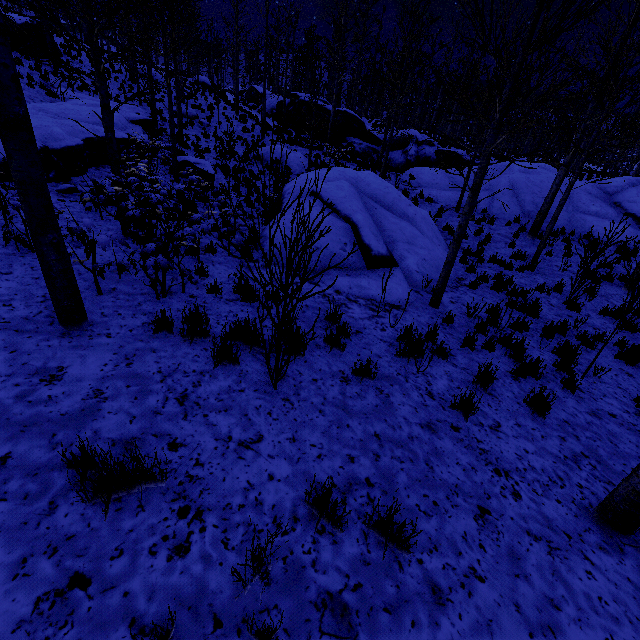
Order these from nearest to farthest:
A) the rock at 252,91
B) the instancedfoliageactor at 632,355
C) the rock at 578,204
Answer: the instancedfoliageactor at 632,355
the rock at 578,204
the rock at 252,91

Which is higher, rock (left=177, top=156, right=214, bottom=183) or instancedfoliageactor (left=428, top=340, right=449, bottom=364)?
rock (left=177, top=156, right=214, bottom=183)

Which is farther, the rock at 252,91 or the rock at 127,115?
the rock at 252,91

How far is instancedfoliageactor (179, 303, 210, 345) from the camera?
3.98m

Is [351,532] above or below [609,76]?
below

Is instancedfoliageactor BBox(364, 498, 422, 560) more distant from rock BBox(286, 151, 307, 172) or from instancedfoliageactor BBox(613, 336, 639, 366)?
rock BBox(286, 151, 307, 172)

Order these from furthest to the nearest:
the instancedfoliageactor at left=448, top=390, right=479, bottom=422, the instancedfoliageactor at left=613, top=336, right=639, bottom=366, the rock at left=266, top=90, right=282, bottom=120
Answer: the rock at left=266, top=90, right=282, bottom=120 < the instancedfoliageactor at left=613, top=336, right=639, bottom=366 < the instancedfoliageactor at left=448, top=390, right=479, bottom=422

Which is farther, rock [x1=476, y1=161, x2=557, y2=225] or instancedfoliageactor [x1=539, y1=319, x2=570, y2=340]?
rock [x1=476, y1=161, x2=557, y2=225]
